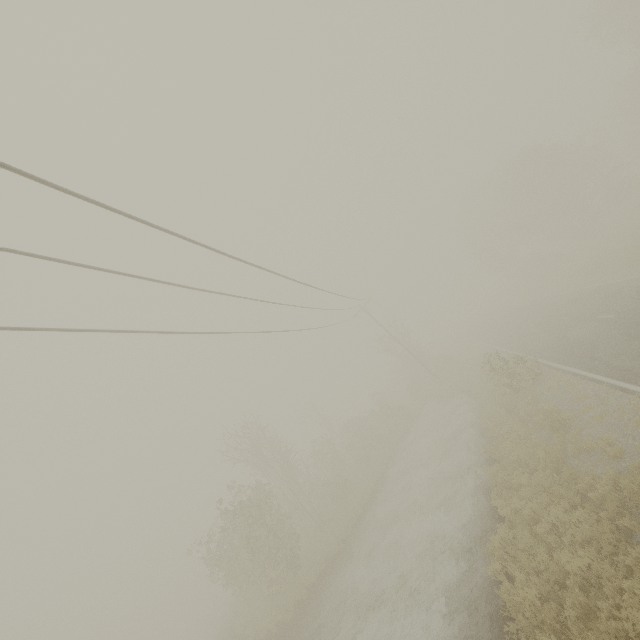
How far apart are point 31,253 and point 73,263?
0.6m
